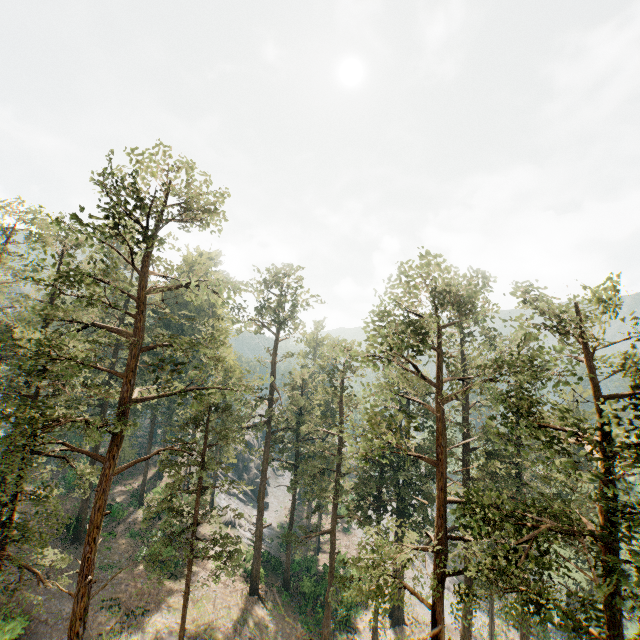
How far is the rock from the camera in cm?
5647

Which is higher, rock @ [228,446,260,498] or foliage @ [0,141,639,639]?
foliage @ [0,141,639,639]

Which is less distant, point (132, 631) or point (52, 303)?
point (132, 631)

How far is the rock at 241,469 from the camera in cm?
5647

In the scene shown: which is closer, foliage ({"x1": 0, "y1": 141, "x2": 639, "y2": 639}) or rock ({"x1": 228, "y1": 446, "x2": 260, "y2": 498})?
foliage ({"x1": 0, "y1": 141, "x2": 639, "y2": 639})

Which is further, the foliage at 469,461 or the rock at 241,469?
the rock at 241,469
